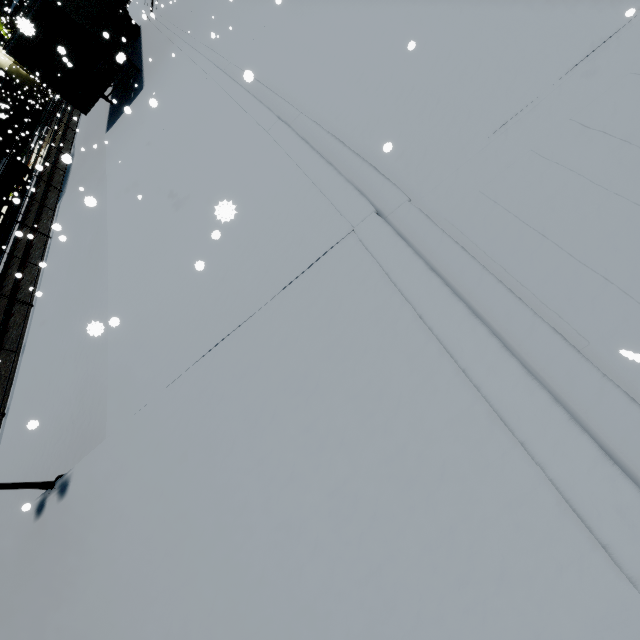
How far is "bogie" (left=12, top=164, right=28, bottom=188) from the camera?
21.6m

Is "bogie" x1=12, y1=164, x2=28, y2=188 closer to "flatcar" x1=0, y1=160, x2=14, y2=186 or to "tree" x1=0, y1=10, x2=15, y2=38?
"flatcar" x1=0, y1=160, x2=14, y2=186

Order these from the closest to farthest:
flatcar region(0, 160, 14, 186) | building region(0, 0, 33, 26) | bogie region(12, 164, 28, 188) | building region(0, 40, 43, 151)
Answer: flatcar region(0, 160, 14, 186) < bogie region(12, 164, 28, 188) < building region(0, 0, 33, 26) < building region(0, 40, 43, 151)

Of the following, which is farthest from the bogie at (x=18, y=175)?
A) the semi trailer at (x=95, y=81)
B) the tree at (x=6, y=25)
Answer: the tree at (x=6, y=25)

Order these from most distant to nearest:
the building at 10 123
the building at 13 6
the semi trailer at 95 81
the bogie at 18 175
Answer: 1. the building at 10 123
2. the building at 13 6
3. the bogie at 18 175
4. the semi trailer at 95 81

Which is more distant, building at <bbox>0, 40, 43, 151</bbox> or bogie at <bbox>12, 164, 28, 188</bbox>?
building at <bbox>0, 40, 43, 151</bbox>

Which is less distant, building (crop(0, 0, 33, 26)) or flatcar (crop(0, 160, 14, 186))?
flatcar (crop(0, 160, 14, 186))

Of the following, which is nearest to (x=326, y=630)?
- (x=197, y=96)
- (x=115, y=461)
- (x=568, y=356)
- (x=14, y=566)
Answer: (x=568, y=356)
